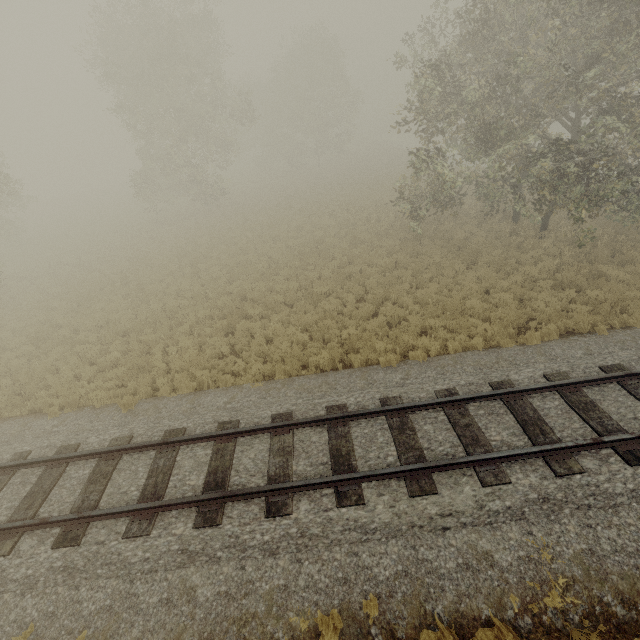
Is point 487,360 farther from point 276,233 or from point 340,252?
point 276,233
